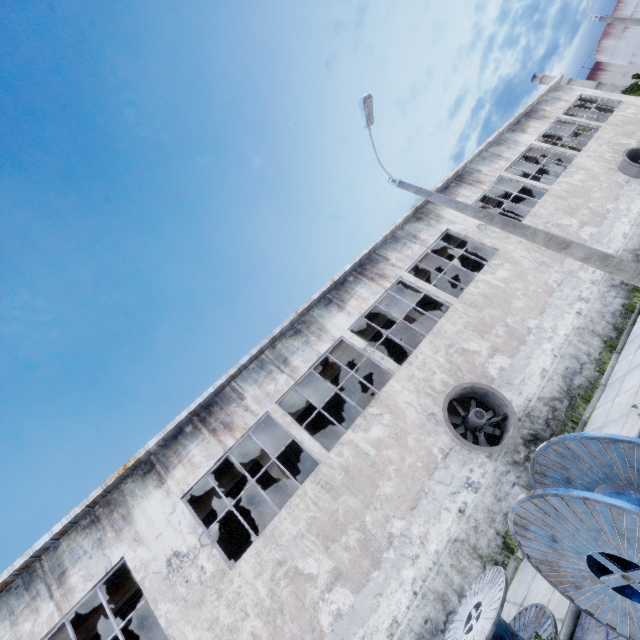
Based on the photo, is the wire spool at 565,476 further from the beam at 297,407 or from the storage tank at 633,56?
the storage tank at 633,56

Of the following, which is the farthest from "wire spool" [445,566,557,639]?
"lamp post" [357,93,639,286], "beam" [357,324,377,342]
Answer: "beam" [357,324,377,342]

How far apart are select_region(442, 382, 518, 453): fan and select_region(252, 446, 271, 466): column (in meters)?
4.87

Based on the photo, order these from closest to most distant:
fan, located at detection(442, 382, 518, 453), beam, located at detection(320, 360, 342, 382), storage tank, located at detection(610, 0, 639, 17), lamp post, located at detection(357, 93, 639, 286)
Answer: lamp post, located at detection(357, 93, 639, 286) → fan, located at detection(442, 382, 518, 453) → beam, located at detection(320, 360, 342, 382) → storage tank, located at detection(610, 0, 639, 17)

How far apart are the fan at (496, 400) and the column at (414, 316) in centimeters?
404cm

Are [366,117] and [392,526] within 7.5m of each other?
no

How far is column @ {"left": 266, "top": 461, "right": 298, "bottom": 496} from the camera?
12.5 meters

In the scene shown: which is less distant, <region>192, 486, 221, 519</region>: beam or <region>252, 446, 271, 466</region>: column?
<region>192, 486, 221, 519</region>: beam
